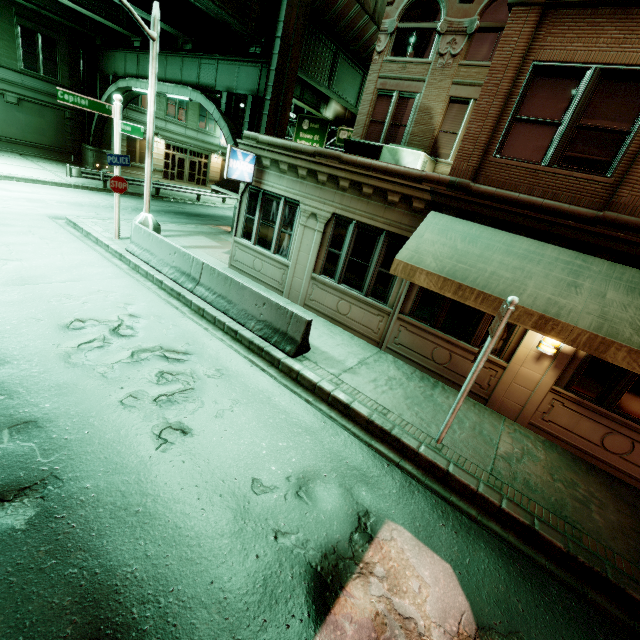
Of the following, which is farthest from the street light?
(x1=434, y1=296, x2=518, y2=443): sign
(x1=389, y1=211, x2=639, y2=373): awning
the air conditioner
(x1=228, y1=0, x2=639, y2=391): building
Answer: (x1=434, y1=296, x2=518, y2=443): sign

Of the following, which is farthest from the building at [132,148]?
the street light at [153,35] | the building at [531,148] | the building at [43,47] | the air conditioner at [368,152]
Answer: the air conditioner at [368,152]

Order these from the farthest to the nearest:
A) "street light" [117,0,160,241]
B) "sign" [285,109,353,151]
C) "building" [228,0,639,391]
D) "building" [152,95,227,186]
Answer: "building" [152,95,227,186] < "sign" [285,109,353,151] < "street light" [117,0,160,241] < "building" [228,0,639,391]

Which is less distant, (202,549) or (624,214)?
(202,549)

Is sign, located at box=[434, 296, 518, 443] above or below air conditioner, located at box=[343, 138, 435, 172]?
below

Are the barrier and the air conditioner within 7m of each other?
no

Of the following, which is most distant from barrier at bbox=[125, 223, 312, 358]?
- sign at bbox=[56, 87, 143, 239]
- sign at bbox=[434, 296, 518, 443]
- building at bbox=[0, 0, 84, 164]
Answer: building at bbox=[0, 0, 84, 164]

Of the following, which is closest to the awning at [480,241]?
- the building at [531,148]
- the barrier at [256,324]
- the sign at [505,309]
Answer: the building at [531,148]
